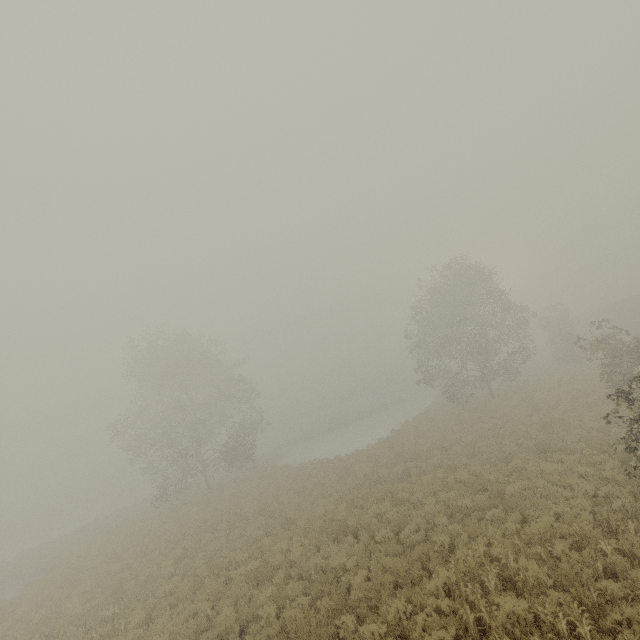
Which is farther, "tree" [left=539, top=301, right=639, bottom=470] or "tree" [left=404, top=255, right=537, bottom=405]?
"tree" [left=404, top=255, right=537, bottom=405]

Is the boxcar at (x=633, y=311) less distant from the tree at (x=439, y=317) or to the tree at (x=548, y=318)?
the tree at (x=548, y=318)

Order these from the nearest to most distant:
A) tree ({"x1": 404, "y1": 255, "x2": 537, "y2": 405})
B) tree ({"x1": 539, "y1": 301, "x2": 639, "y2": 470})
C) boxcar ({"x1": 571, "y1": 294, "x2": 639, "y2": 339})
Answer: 1. tree ({"x1": 539, "y1": 301, "x2": 639, "y2": 470})
2. tree ({"x1": 404, "y1": 255, "x2": 537, "y2": 405})
3. boxcar ({"x1": 571, "y1": 294, "x2": 639, "y2": 339})

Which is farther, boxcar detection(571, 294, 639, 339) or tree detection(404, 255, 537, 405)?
boxcar detection(571, 294, 639, 339)

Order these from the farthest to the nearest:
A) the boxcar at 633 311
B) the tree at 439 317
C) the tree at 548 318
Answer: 1. the boxcar at 633 311
2. the tree at 439 317
3. the tree at 548 318

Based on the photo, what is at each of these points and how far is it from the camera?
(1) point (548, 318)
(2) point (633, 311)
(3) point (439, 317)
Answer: (1) tree, 39.6m
(2) boxcar, 40.3m
(3) tree, 32.0m

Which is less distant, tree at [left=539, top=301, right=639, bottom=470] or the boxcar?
tree at [left=539, top=301, right=639, bottom=470]

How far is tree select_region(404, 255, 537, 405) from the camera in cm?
2925
